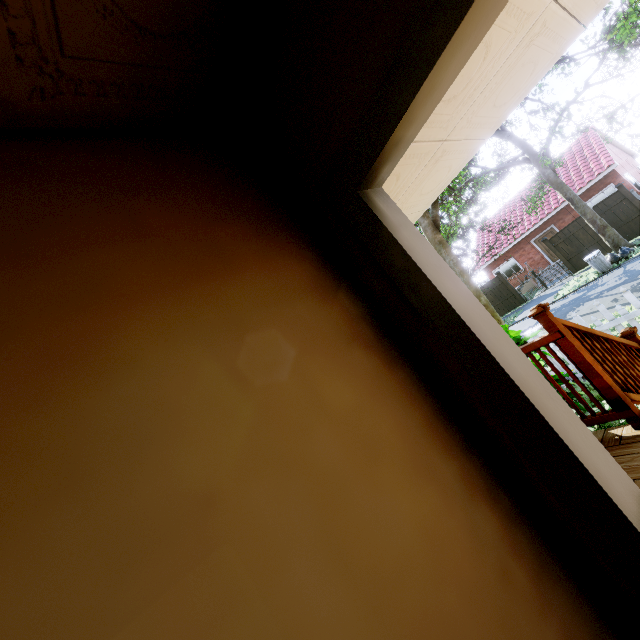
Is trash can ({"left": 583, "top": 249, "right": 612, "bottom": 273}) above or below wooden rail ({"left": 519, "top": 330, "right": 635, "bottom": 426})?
below

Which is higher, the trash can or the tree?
the tree

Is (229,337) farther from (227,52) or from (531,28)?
(531,28)

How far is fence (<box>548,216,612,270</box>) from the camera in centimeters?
1673cm

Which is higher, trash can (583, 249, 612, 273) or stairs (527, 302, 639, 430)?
stairs (527, 302, 639, 430)

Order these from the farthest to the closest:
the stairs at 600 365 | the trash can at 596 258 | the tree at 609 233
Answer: the trash can at 596 258, the tree at 609 233, the stairs at 600 365

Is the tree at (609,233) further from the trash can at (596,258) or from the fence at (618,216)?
the fence at (618,216)

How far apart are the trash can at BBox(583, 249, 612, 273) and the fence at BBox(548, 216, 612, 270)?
3.40m
